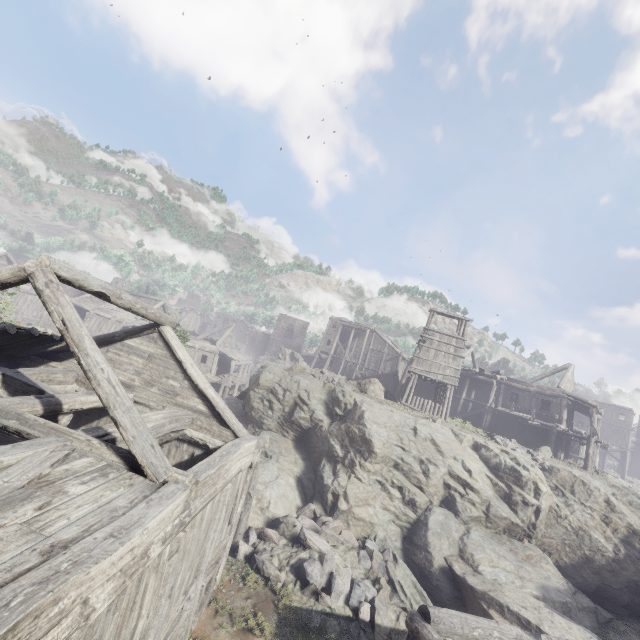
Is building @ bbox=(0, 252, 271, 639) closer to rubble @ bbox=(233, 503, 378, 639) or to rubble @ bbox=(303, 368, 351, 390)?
rubble @ bbox=(233, 503, 378, 639)

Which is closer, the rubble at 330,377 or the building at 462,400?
the rubble at 330,377

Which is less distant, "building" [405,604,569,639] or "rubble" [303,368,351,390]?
"building" [405,604,569,639]

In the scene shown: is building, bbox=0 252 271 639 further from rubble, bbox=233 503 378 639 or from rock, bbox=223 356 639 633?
rubble, bbox=233 503 378 639

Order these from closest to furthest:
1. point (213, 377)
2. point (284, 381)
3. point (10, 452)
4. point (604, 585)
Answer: point (10, 452) < point (604, 585) < point (284, 381) < point (213, 377)

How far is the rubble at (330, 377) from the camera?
22.27m

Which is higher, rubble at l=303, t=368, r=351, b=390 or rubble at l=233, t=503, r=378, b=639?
rubble at l=303, t=368, r=351, b=390

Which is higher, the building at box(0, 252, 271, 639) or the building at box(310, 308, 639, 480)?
the building at box(310, 308, 639, 480)
